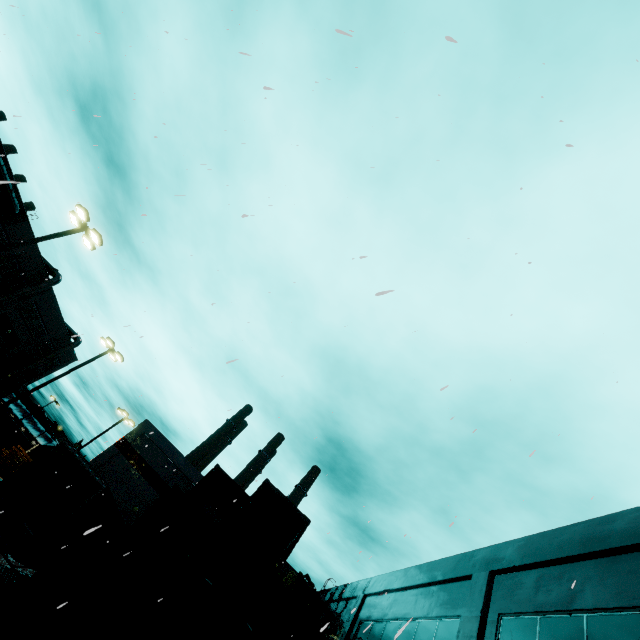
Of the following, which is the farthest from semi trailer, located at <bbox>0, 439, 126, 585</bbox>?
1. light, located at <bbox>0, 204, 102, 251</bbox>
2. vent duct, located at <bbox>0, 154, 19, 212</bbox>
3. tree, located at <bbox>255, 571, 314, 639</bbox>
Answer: tree, located at <bbox>255, 571, 314, 639</bbox>

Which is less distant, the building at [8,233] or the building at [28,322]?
the building at [8,233]

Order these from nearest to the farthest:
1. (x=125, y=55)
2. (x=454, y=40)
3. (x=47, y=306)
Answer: (x=454, y=40)
(x=125, y=55)
(x=47, y=306)

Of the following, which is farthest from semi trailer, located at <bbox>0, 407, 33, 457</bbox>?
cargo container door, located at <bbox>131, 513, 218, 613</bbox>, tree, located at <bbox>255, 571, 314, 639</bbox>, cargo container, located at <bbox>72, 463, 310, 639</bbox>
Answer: tree, located at <bbox>255, 571, 314, 639</bbox>

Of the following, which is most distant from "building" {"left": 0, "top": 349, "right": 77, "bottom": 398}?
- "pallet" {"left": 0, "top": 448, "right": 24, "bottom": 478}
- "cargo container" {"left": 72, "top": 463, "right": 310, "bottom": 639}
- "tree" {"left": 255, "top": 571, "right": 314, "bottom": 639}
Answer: "pallet" {"left": 0, "top": 448, "right": 24, "bottom": 478}

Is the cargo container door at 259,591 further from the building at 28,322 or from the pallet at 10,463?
the pallet at 10,463

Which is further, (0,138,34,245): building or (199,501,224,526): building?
(0,138,34,245): building

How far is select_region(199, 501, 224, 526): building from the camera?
28.2 meters
